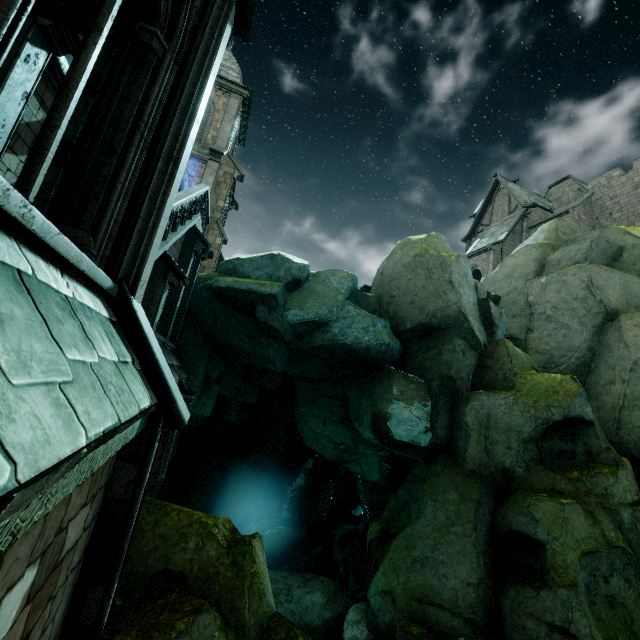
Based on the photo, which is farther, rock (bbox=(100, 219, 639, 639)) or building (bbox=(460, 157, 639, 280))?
building (bbox=(460, 157, 639, 280))

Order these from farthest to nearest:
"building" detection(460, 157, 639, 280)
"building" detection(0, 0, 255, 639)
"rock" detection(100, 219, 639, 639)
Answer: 1. "building" detection(460, 157, 639, 280)
2. "rock" detection(100, 219, 639, 639)
3. "building" detection(0, 0, 255, 639)

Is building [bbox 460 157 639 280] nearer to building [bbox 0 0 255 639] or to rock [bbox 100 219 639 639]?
rock [bbox 100 219 639 639]

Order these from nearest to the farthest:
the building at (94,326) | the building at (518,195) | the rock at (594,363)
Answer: the building at (94,326)
the rock at (594,363)
the building at (518,195)

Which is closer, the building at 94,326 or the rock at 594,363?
the building at 94,326

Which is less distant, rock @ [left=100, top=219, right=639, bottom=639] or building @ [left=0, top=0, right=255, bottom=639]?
building @ [left=0, top=0, right=255, bottom=639]

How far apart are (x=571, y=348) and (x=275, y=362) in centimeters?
1303cm
